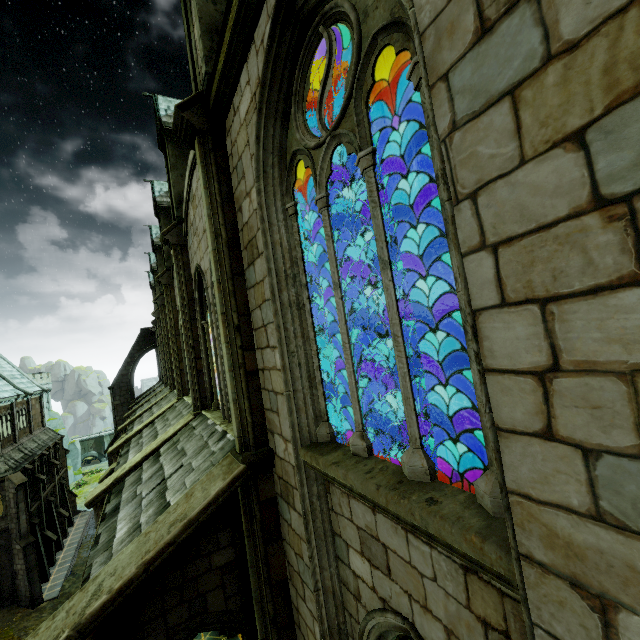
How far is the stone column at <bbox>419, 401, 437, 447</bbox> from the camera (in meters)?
23.12

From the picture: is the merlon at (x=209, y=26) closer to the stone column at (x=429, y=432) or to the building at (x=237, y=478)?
the building at (x=237, y=478)

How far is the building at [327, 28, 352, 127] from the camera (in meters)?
4.50

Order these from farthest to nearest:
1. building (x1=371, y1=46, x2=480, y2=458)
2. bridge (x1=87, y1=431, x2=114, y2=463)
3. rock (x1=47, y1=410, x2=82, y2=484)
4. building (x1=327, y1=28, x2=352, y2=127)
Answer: bridge (x1=87, y1=431, x2=114, y2=463) → rock (x1=47, y1=410, x2=82, y2=484) → building (x1=371, y1=46, x2=480, y2=458) → building (x1=327, y1=28, x2=352, y2=127)

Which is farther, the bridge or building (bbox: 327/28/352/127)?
the bridge

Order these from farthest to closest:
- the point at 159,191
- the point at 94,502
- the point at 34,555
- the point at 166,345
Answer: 1. the point at 34,555
2. the point at 166,345
3. the point at 159,191
4. the point at 94,502

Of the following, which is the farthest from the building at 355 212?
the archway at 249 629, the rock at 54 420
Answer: the rock at 54 420

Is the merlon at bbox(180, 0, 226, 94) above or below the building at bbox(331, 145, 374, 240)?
above
